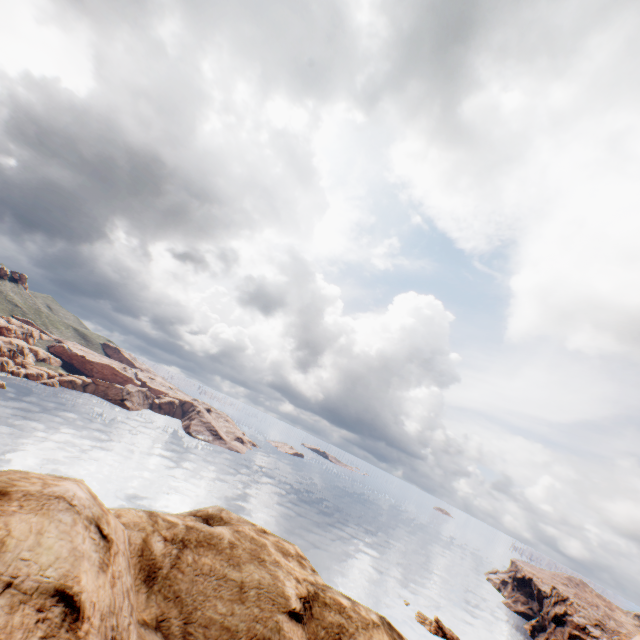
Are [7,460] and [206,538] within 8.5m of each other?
no
